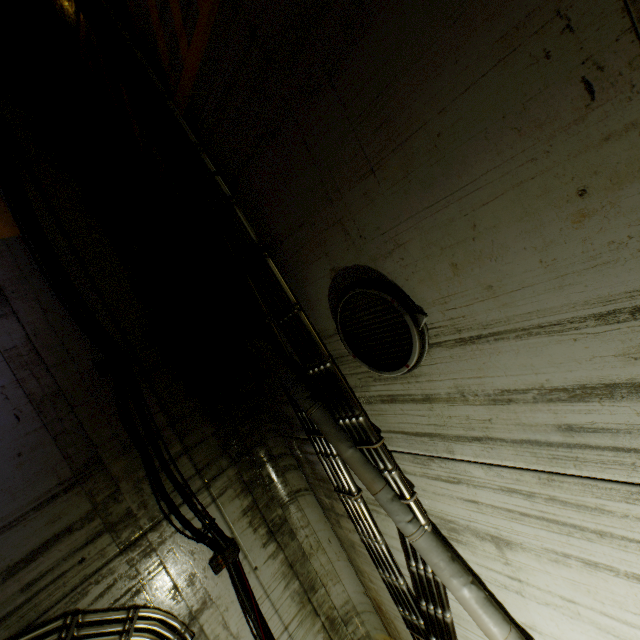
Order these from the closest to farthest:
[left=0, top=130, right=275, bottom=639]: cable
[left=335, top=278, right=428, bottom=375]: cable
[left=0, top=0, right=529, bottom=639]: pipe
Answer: [left=335, top=278, right=428, bottom=375]: cable, [left=0, top=0, right=529, bottom=639]: pipe, [left=0, top=130, right=275, bottom=639]: cable

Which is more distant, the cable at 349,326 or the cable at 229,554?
the cable at 229,554

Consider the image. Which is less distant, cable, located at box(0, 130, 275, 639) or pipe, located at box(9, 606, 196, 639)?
pipe, located at box(9, 606, 196, 639)

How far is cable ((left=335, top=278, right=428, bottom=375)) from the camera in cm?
226

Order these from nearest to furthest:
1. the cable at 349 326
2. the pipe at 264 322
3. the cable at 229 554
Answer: the cable at 349 326, the pipe at 264 322, the cable at 229 554

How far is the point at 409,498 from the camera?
3.0m

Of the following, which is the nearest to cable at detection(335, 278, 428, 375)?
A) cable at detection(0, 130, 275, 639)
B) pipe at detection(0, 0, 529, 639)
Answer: pipe at detection(0, 0, 529, 639)
